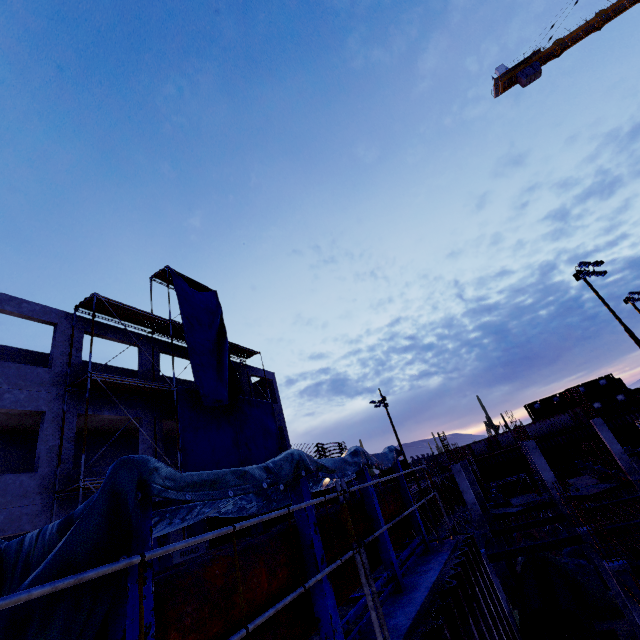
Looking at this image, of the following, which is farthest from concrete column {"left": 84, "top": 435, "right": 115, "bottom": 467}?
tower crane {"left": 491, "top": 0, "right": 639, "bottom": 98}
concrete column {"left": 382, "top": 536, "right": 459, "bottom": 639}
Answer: tower crane {"left": 491, "top": 0, "right": 639, "bottom": 98}

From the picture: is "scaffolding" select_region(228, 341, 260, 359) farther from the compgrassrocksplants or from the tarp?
the compgrassrocksplants

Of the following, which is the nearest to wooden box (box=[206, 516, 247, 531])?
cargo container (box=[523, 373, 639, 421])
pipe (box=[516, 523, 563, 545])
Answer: pipe (box=[516, 523, 563, 545])

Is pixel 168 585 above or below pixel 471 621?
above

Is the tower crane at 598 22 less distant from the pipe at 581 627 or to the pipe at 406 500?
the pipe at 581 627

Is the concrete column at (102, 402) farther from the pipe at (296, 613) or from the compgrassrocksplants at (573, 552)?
the compgrassrocksplants at (573, 552)

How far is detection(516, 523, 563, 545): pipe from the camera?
26.91m

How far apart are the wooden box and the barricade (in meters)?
3.05
